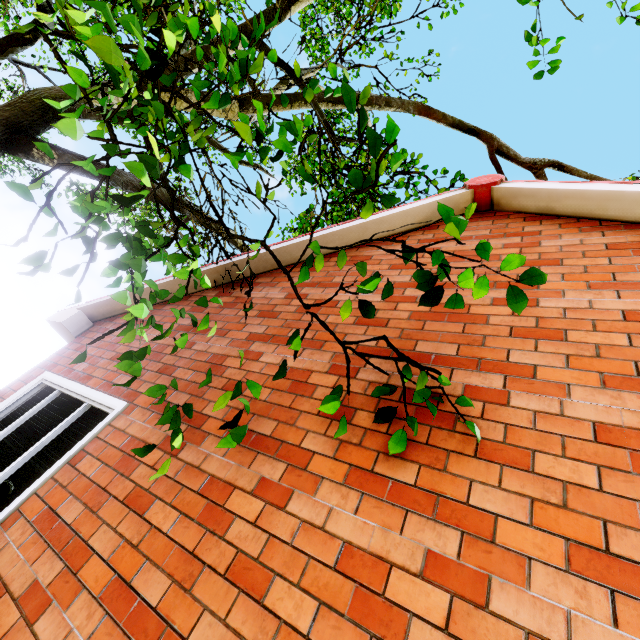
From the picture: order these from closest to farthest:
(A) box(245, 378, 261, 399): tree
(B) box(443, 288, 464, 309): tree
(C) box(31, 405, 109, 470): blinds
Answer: (B) box(443, 288, 464, 309): tree, (A) box(245, 378, 261, 399): tree, (C) box(31, 405, 109, 470): blinds

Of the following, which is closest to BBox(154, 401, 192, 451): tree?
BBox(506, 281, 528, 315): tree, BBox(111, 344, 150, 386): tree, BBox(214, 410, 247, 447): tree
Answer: BBox(506, 281, 528, 315): tree

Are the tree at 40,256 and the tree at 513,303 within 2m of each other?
no

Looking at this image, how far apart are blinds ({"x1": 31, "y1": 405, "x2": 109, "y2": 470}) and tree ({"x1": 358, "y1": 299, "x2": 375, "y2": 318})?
1.83m

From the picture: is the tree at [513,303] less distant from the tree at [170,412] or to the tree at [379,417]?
the tree at [379,417]

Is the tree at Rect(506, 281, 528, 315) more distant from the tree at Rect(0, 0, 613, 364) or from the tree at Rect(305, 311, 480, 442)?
the tree at Rect(0, 0, 613, 364)

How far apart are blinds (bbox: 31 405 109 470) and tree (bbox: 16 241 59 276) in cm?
158

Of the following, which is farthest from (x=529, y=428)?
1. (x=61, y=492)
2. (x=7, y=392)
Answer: (x=7, y=392)
